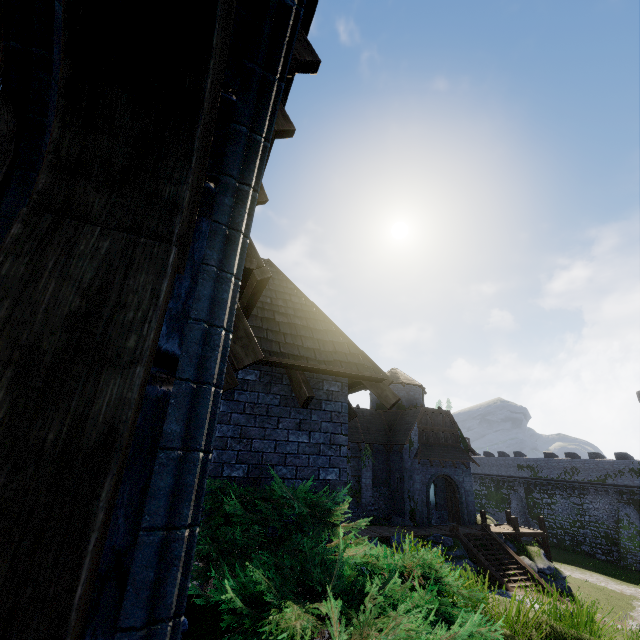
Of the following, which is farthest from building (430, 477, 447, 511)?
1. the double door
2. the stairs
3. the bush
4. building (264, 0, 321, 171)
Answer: the bush

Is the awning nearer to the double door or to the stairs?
the double door

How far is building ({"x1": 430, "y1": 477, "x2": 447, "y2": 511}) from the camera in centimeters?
2905cm

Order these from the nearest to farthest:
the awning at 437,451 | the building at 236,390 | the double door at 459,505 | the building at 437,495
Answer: the building at 236,390 → the double door at 459,505 → the awning at 437,451 → the building at 437,495

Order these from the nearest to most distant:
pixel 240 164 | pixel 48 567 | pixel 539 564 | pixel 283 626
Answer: pixel 48 567 < pixel 240 164 < pixel 283 626 < pixel 539 564

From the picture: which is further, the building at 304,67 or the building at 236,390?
the building at 236,390

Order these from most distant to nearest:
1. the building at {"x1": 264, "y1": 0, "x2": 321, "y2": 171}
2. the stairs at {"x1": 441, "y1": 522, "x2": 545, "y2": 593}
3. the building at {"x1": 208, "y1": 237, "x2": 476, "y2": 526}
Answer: the stairs at {"x1": 441, "y1": 522, "x2": 545, "y2": 593}, the building at {"x1": 208, "y1": 237, "x2": 476, "y2": 526}, the building at {"x1": 264, "y1": 0, "x2": 321, "y2": 171}

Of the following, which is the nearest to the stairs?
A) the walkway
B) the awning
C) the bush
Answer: the walkway
